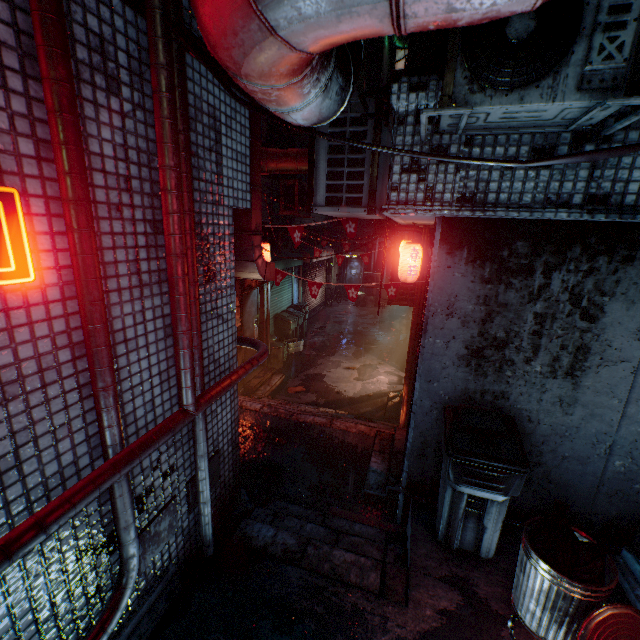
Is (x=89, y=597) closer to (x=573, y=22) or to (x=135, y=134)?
(x=135, y=134)

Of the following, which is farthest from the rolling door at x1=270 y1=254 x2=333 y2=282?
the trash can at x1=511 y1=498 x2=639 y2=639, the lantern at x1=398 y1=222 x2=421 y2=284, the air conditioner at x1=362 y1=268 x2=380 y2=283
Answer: the trash can at x1=511 y1=498 x2=639 y2=639

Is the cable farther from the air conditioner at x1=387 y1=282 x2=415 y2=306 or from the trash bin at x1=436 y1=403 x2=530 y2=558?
the air conditioner at x1=387 y1=282 x2=415 y2=306

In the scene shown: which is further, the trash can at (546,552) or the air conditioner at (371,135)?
the air conditioner at (371,135)

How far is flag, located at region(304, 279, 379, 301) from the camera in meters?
4.9 m

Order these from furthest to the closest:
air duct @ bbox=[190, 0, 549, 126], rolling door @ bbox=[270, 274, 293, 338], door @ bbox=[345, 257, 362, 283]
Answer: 1. door @ bbox=[345, 257, 362, 283]
2. rolling door @ bbox=[270, 274, 293, 338]
3. air duct @ bbox=[190, 0, 549, 126]

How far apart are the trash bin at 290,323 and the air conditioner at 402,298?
4.1 meters

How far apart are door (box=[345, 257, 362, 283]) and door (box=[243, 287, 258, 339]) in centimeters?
1142cm
